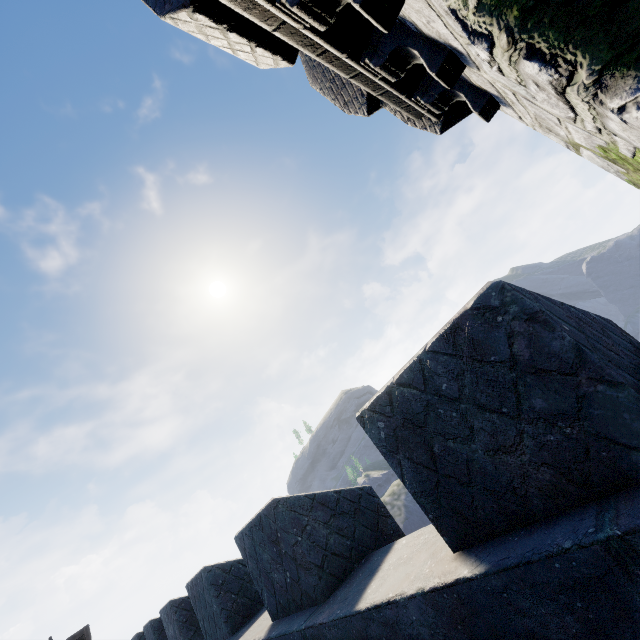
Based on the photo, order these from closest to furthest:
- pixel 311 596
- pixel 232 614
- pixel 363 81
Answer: pixel 311 596 → pixel 363 81 → pixel 232 614
